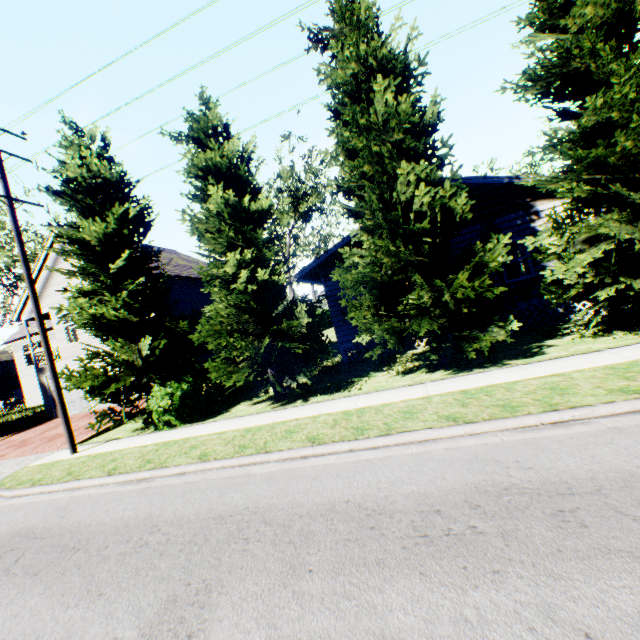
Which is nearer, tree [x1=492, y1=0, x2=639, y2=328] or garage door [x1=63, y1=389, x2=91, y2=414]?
tree [x1=492, y1=0, x2=639, y2=328]

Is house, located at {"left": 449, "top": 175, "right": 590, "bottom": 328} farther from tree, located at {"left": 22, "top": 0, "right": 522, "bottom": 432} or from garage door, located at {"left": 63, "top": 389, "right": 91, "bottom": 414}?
garage door, located at {"left": 63, "top": 389, "right": 91, "bottom": 414}

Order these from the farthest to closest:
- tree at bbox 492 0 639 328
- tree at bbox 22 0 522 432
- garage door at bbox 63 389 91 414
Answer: garage door at bbox 63 389 91 414 < tree at bbox 22 0 522 432 < tree at bbox 492 0 639 328

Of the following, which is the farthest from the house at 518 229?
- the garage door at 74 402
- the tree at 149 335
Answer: the garage door at 74 402

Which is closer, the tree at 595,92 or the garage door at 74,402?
the tree at 595,92

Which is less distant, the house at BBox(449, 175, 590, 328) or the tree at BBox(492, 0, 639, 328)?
the tree at BBox(492, 0, 639, 328)

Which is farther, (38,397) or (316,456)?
(38,397)
